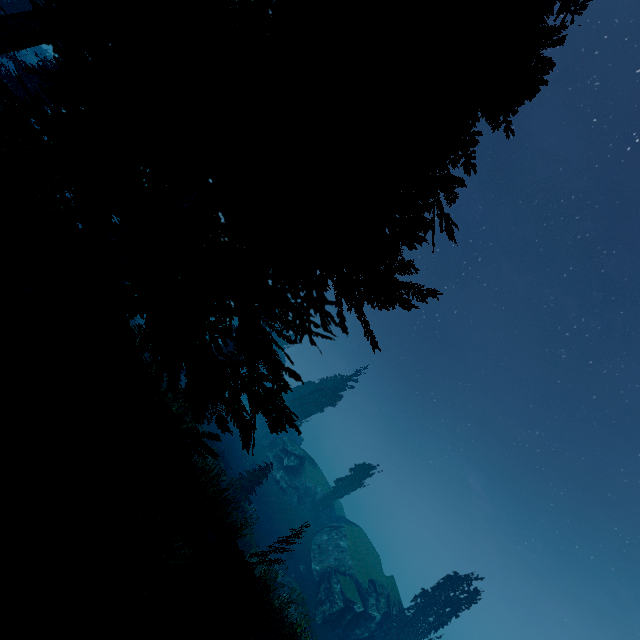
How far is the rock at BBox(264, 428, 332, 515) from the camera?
43.34m

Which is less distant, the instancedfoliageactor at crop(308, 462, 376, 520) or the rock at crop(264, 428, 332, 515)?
the rock at crop(264, 428, 332, 515)

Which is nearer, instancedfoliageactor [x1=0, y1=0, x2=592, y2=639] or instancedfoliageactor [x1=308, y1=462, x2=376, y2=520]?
instancedfoliageactor [x1=0, y1=0, x2=592, y2=639]

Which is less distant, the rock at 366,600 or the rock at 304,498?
the rock at 366,600

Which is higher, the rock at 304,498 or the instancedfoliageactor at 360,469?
the instancedfoliageactor at 360,469

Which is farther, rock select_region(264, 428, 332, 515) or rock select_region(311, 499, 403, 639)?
rock select_region(264, 428, 332, 515)

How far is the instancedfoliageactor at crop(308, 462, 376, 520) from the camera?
44.8 meters

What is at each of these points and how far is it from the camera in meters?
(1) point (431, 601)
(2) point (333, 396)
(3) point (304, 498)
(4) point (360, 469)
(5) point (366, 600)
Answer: (1) instancedfoliageactor, 32.2 m
(2) instancedfoliageactor, 51.2 m
(3) rock, 44.9 m
(4) instancedfoliageactor, 47.0 m
(5) rock, 32.1 m
